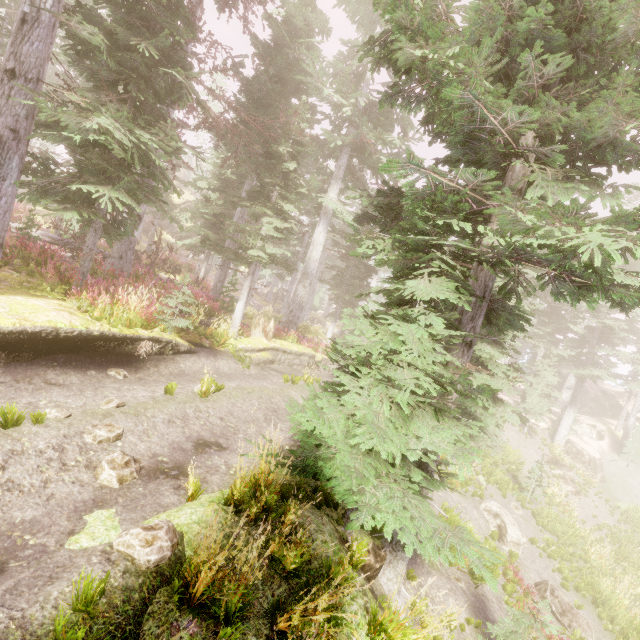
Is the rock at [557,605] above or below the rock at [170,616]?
below

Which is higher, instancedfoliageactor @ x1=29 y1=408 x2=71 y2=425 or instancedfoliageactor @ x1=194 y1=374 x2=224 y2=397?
instancedfoliageactor @ x1=194 y1=374 x2=224 y2=397

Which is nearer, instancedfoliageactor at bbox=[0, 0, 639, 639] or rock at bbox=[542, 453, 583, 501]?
instancedfoliageactor at bbox=[0, 0, 639, 639]

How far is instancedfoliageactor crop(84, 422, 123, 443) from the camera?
5.4m

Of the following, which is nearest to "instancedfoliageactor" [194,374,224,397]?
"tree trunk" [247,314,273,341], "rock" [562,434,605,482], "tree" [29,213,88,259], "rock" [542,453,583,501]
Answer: "tree" [29,213,88,259]

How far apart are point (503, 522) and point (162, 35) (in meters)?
20.13

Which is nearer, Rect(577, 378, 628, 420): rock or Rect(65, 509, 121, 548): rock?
Rect(65, 509, 121, 548): rock

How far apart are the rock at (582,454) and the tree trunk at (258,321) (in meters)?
27.57
